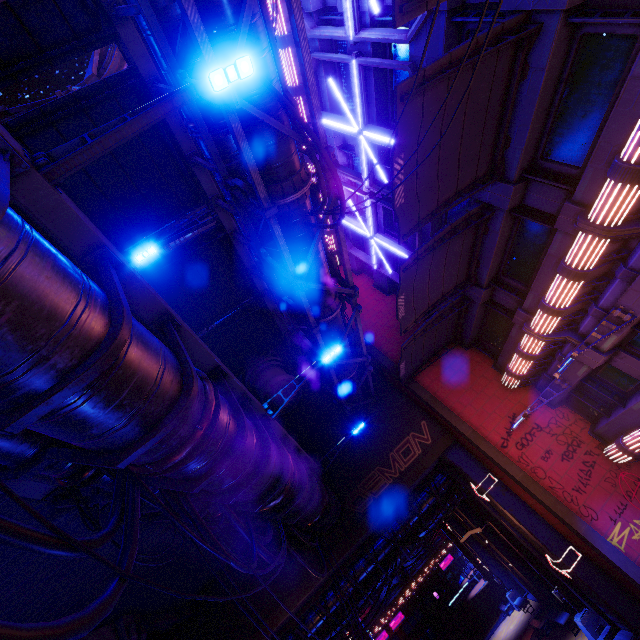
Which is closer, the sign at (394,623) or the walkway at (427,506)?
the walkway at (427,506)

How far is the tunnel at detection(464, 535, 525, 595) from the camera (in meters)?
25.88

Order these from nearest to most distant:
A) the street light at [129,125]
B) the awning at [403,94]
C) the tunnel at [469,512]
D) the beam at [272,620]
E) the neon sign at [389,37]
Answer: the street light at [129,125] → the awning at [403,94] → the neon sign at [389,37] → the beam at [272,620] → the tunnel at [469,512]

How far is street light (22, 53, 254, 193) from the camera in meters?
3.8

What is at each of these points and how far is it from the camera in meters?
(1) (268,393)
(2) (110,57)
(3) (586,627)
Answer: (1) building, 18.4 m
(2) pipe, 11.9 m
(3) street light, 14.4 m

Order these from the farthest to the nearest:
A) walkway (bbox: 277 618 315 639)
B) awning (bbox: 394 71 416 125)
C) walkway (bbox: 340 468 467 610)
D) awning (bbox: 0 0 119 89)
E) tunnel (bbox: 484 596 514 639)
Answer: tunnel (bbox: 484 596 514 639) < walkway (bbox: 340 468 467 610) < walkway (bbox: 277 618 315 639) < awning (bbox: 0 0 119 89) < awning (bbox: 394 71 416 125)

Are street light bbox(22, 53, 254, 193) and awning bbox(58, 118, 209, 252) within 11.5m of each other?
yes

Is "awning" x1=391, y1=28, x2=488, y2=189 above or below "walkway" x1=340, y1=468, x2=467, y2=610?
above
